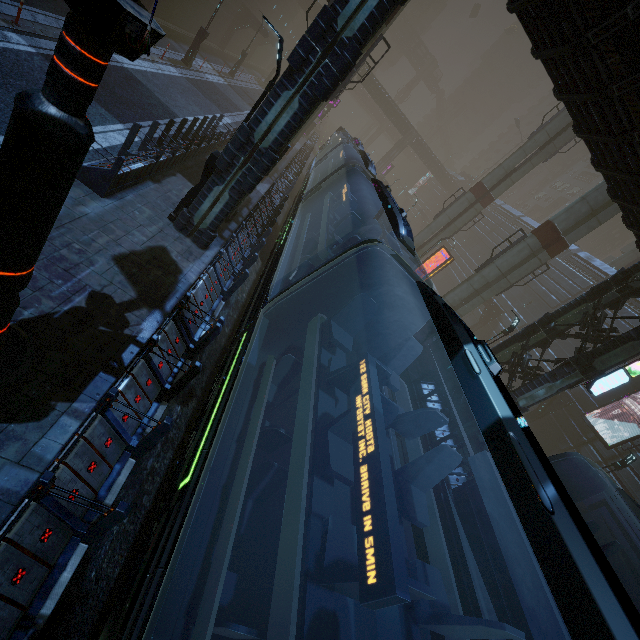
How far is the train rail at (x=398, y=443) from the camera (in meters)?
11.52

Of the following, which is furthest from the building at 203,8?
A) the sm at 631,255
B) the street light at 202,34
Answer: the street light at 202,34

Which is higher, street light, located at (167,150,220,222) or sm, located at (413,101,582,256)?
sm, located at (413,101,582,256)

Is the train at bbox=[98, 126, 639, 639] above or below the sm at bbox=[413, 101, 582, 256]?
below

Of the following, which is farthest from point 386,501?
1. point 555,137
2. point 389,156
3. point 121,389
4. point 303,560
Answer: point 389,156

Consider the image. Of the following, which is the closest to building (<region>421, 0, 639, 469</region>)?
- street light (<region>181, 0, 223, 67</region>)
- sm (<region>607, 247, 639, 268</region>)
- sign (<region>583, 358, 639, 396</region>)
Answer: sign (<region>583, 358, 639, 396</region>)

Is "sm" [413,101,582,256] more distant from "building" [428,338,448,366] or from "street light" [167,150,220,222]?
"street light" [167,150,220,222]

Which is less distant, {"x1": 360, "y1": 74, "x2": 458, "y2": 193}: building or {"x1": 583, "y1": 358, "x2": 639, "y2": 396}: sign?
{"x1": 583, "y1": 358, "x2": 639, "y2": 396}: sign
